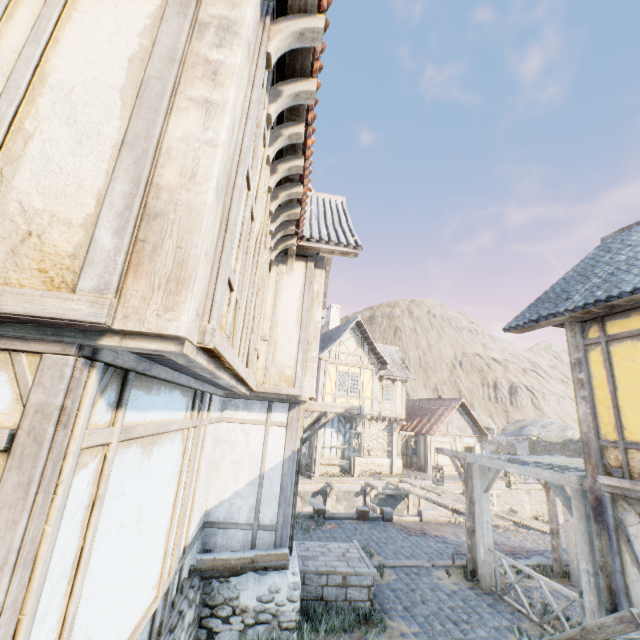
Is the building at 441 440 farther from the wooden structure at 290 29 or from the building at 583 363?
the wooden structure at 290 29

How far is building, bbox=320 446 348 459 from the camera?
20.77m

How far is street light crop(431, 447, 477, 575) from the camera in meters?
8.4

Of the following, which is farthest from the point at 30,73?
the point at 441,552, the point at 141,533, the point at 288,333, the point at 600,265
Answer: the point at 441,552

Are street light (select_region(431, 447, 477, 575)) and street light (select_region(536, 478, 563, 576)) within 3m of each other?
yes

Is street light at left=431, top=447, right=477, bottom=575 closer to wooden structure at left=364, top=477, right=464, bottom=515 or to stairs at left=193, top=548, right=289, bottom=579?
wooden structure at left=364, top=477, right=464, bottom=515

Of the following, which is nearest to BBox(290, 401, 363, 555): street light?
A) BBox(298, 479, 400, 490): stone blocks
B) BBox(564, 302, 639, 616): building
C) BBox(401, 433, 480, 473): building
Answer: BBox(298, 479, 400, 490): stone blocks

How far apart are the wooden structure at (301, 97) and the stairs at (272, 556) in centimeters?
599cm
